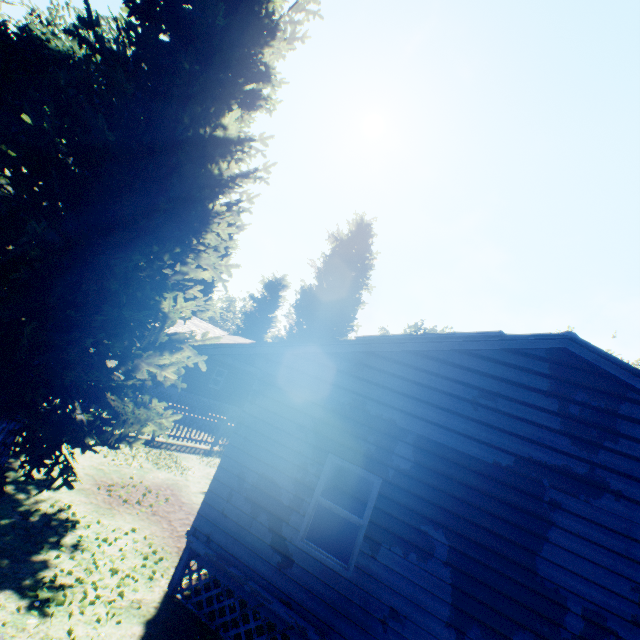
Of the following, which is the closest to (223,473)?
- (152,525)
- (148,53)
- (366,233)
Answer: (152,525)

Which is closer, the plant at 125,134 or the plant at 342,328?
the plant at 125,134

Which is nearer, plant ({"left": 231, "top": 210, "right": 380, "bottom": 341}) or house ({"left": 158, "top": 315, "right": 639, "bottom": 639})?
house ({"left": 158, "top": 315, "right": 639, "bottom": 639})

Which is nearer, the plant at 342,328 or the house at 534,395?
the house at 534,395

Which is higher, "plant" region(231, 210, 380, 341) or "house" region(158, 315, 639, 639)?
"plant" region(231, 210, 380, 341)

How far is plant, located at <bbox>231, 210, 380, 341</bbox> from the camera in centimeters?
3319cm

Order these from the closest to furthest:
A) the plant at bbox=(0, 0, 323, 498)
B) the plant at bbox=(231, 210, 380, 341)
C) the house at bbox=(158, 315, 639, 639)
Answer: the house at bbox=(158, 315, 639, 639) → the plant at bbox=(0, 0, 323, 498) → the plant at bbox=(231, 210, 380, 341)
